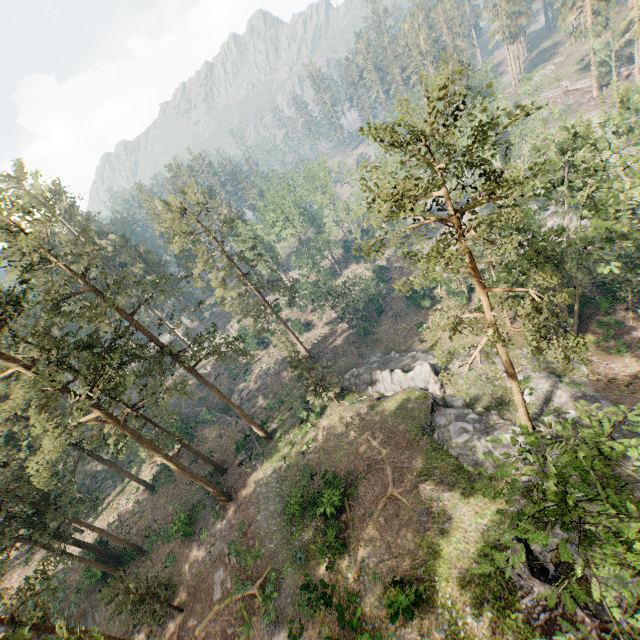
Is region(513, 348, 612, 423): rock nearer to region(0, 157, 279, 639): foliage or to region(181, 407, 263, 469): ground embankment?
region(0, 157, 279, 639): foliage

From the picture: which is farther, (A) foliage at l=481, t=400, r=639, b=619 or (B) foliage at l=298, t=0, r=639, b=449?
(B) foliage at l=298, t=0, r=639, b=449

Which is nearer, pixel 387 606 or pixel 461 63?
pixel 387 606

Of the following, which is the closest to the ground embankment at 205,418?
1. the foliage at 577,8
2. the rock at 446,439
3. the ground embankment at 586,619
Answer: the foliage at 577,8

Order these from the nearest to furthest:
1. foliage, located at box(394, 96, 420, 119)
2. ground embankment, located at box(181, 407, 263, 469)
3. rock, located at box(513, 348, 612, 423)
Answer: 1. foliage, located at box(394, 96, 420, 119)
2. rock, located at box(513, 348, 612, 423)
3. ground embankment, located at box(181, 407, 263, 469)

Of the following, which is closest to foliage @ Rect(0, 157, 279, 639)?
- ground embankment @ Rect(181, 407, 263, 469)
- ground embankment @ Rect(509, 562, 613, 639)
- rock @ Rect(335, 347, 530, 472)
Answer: rock @ Rect(335, 347, 530, 472)

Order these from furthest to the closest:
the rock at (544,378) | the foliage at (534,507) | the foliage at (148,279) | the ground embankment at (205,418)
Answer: the ground embankment at (205,418) < the rock at (544,378) < the foliage at (148,279) < the foliage at (534,507)
